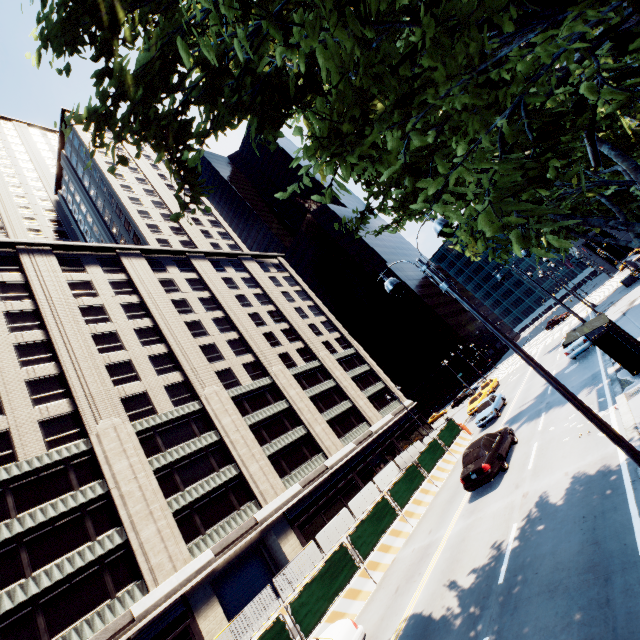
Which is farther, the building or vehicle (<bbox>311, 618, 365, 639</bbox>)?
the building

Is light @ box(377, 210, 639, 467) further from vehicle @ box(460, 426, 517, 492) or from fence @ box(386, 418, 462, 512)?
fence @ box(386, 418, 462, 512)

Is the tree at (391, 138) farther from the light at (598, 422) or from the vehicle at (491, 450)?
the vehicle at (491, 450)

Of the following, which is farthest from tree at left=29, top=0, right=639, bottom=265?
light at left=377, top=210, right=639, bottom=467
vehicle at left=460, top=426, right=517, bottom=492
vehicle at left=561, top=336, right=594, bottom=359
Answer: vehicle at left=460, top=426, right=517, bottom=492

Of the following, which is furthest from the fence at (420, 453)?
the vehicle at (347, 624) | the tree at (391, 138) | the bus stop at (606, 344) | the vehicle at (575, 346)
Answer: the tree at (391, 138)

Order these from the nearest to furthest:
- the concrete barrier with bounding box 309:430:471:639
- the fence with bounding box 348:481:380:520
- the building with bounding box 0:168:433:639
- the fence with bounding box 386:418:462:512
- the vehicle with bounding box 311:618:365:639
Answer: the vehicle with bounding box 311:618:365:639 < the concrete barrier with bounding box 309:430:471:639 < the fence with bounding box 386:418:462:512 < the building with bounding box 0:168:433:639 < the fence with bounding box 348:481:380:520

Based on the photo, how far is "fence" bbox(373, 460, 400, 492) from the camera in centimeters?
2864cm

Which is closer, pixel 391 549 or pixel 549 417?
Result: pixel 391 549
